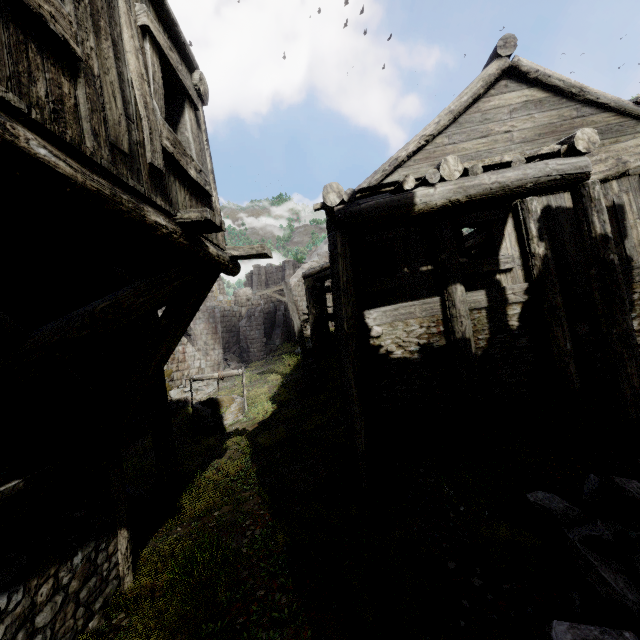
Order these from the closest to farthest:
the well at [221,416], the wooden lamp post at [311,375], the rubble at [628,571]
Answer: the rubble at [628,571] → the well at [221,416] → the wooden lamp post at [311,375]

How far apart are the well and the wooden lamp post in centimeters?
199cm

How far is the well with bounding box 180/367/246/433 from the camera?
12.1 meters

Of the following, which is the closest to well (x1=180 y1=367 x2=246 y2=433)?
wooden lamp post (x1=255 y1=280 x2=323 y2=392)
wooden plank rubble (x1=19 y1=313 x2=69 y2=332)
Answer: wooden lamp post (x1=255 y1=280 x2=323 y2=392)

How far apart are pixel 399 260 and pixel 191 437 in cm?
1020

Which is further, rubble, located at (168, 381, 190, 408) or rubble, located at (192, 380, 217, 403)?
rubble, located at (192, 380, 217, 403)

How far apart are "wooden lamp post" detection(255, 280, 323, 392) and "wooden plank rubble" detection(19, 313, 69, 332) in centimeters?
879cm

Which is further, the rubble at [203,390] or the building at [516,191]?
the rubble at [203,390]
